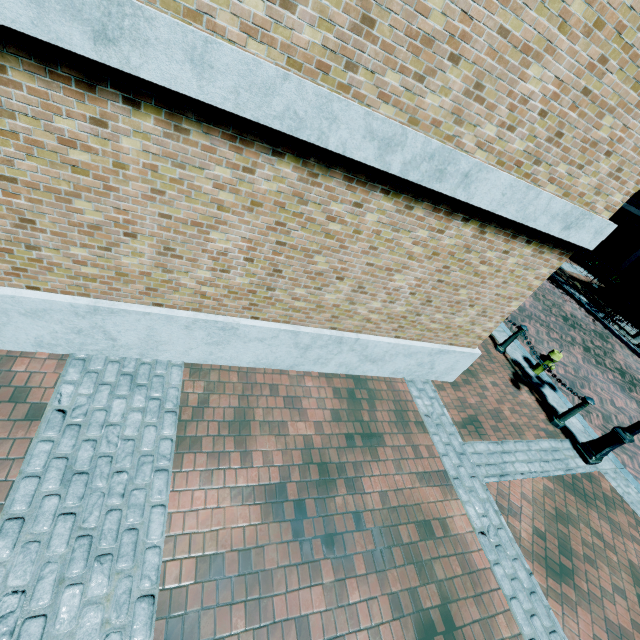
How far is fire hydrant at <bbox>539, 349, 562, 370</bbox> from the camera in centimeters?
743cm

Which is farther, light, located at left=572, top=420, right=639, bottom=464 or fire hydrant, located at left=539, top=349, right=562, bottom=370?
fire hydrant, located at left=539, top=349, right=562, bottom=370

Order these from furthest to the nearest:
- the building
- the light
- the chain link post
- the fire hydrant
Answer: the building, the fire hydrant, the chain link post, the light

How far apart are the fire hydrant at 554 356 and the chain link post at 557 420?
1.3 meters

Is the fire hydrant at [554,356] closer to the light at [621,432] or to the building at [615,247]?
the light at [621,432]

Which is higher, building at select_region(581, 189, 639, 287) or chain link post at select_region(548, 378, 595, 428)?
building at select_region(581, 189, 639, 287)

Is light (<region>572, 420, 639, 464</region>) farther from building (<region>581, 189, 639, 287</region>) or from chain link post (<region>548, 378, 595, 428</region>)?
building (<region>581, 189, 639, 287</region>)

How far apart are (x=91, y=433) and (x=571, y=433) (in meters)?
8.31
